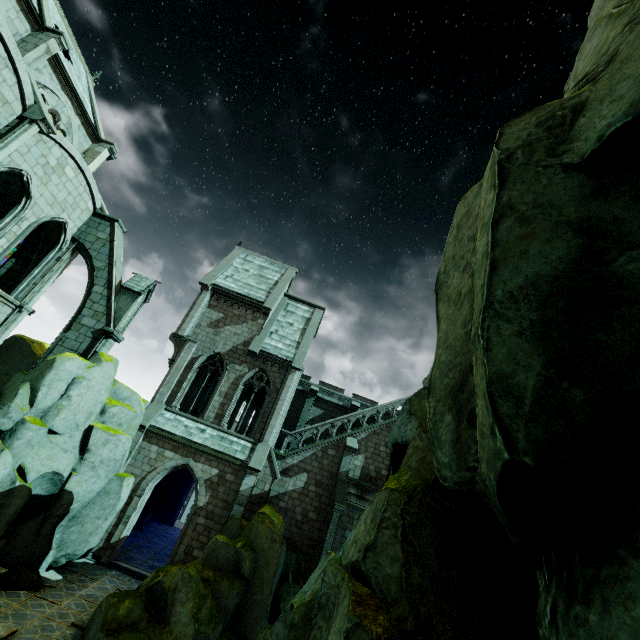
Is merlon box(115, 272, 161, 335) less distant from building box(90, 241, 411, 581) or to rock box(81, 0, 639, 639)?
building box(90, 241, 411, 581)

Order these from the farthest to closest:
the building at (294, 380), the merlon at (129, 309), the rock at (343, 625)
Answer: the building at (294, 380) < the merlon at (129, 309) < the rock at (343, 625)

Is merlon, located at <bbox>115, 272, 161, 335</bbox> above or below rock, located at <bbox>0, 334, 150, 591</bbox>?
above

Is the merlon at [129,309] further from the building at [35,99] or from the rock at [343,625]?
the rock at [343,625]

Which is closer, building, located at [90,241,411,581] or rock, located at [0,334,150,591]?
rock, located at [0,334,150,591]

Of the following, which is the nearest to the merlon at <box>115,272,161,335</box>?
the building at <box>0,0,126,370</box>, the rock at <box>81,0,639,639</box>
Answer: the building at <box>0,0,126,370</box>

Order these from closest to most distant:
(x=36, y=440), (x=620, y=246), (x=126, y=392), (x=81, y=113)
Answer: (x=620, y=246), (x=36, y=440), (x=126, y=392), (x=81, y=113)
